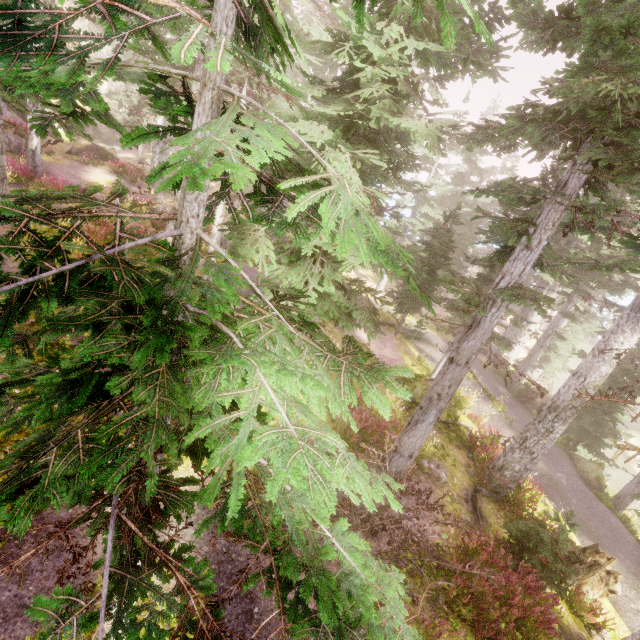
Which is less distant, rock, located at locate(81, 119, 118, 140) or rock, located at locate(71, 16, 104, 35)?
rock, located at locate(71, 16, 104, 35)

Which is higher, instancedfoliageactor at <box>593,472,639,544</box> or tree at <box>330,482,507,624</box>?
tree at <box>330,482,507,624</box>

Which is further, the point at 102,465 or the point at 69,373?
the point at 102,465

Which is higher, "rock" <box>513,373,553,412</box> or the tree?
the tree

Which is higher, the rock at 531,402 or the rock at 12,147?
the rock at 12,147

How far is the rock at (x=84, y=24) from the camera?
38.6 meters

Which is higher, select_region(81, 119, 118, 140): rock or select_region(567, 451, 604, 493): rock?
select_region(81, 119, 118, 140): rock

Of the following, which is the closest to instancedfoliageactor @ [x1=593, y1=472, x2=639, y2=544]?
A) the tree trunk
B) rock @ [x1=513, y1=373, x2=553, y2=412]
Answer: rock @ [x1=513, y1=373, x2=553, y2=412]
